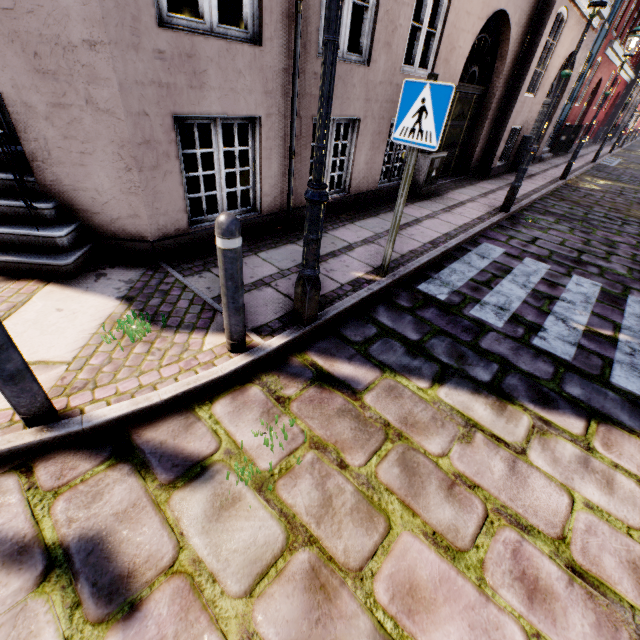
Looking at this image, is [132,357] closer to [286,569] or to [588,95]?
[286,569]

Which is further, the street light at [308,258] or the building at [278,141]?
the building at [278,141]

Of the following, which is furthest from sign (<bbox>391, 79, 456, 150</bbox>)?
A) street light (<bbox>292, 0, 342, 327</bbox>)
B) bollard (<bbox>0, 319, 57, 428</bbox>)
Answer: bollard (<bbox>0, 319, 57, 428</bbox>)

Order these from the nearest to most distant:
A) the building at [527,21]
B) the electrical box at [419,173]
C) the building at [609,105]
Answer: the building at [527,21]
the electrical box at [419,173]
the building at [609,105]

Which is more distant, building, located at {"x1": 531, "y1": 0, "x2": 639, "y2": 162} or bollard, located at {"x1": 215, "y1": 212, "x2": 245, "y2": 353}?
building, located at {"x1": 531, "y1": 0, "x2": 639, "y2": 162}

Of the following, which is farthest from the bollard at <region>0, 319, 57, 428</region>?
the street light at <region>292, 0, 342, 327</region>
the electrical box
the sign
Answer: the electrical box

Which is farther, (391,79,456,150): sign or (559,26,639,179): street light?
(559,26,639,179): street light

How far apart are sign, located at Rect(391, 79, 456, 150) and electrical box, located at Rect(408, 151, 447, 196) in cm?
410
